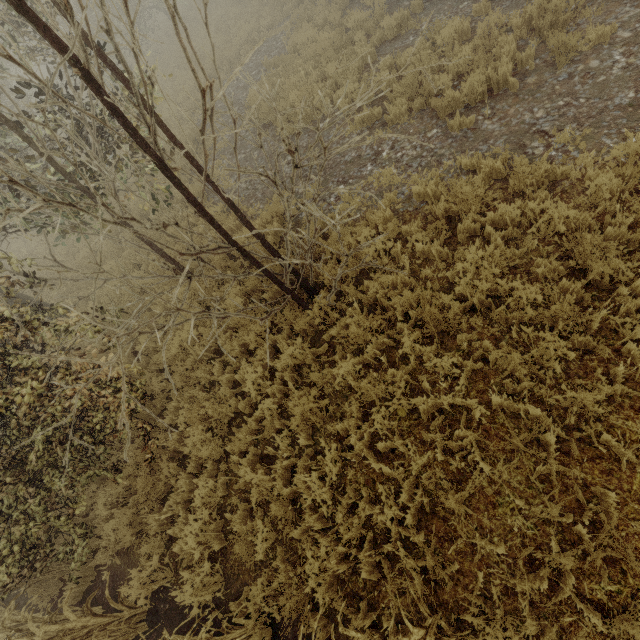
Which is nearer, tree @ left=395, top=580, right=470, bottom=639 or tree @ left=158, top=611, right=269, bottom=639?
tree @ left=395, top=580, right=470, bottom=639

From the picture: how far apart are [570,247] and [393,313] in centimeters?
252cm

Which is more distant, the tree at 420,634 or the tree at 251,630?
the tree at 251,630
